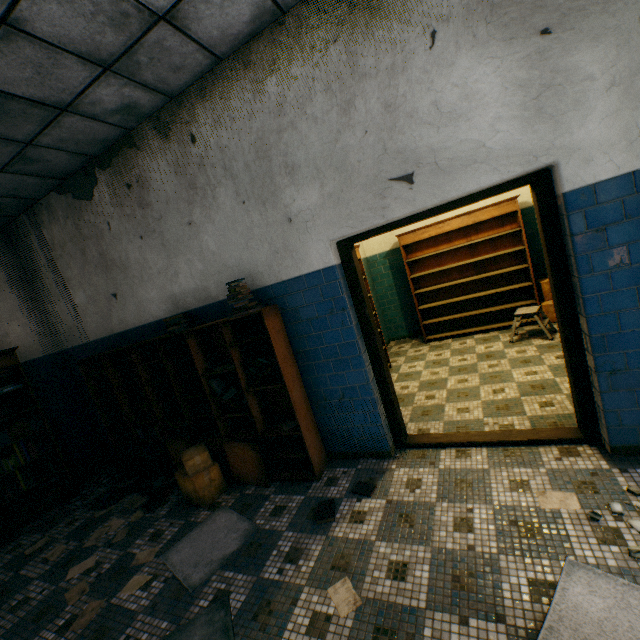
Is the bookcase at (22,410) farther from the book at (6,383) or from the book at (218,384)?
the book at (218,384)

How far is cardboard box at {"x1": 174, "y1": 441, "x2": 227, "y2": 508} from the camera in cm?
330

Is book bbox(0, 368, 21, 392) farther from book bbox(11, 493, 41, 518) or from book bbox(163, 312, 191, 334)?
book bbox(163, 312, 191, 334)

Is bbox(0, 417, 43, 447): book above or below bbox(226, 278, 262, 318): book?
below

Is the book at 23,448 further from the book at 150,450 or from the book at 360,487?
the book at 360,487

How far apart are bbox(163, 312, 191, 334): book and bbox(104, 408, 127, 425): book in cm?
154

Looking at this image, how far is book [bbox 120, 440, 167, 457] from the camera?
4.2 meters

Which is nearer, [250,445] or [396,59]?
[396,59]
